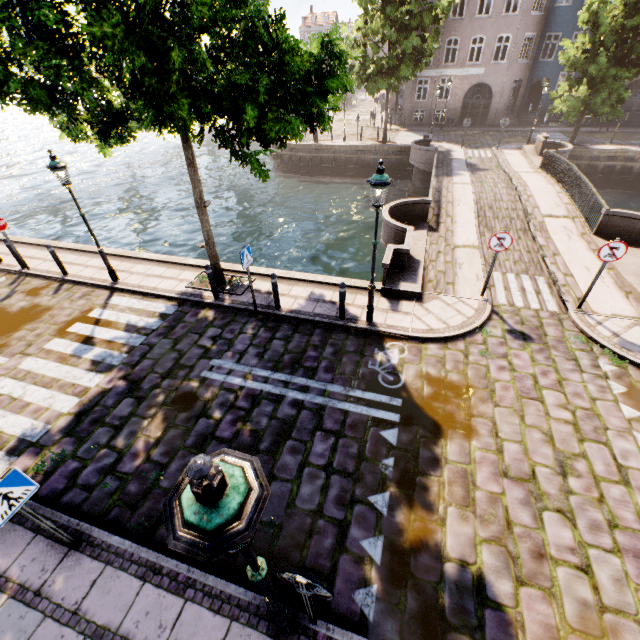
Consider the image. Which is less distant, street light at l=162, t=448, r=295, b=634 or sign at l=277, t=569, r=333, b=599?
street light at l=162, t=448, r=295, b=634

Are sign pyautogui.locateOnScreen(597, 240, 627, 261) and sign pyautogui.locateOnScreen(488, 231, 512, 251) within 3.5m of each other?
yes

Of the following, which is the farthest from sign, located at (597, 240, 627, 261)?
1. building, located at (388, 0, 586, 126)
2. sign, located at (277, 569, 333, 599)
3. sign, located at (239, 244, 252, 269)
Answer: building, located at (388, 0, 586, 126)

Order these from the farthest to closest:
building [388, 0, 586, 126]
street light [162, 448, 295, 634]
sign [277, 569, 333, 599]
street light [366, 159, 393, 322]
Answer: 1. building [388, 0, 586, 126]
2. street light [366, 159, 393, 322]
3. sign [277, 569, 333, 599]
4. street light [162, 448, 295, 634]

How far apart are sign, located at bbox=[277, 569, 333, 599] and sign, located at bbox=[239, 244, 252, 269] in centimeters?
629cm

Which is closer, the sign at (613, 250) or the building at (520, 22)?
the sign at (613, 250)

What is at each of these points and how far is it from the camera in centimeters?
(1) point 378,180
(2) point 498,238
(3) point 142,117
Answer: (1) street light, 616cm
(2) sign, 807cm
(3) tree, 824cm

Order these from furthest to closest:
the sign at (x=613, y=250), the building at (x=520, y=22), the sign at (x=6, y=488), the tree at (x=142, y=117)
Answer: the building at (x=520, y=22) < the sign at (x=613, y=250) < the tree at (x=142, y=117) < the sign at (x=6, y=488)
